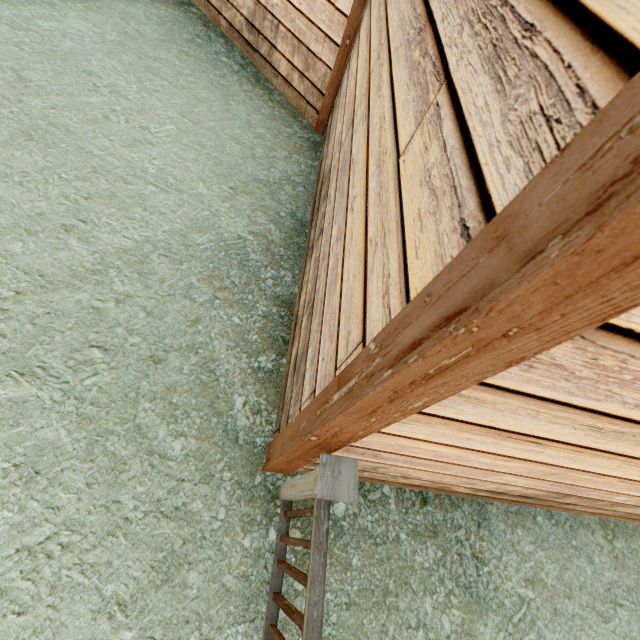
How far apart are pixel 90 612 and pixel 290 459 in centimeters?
123cm

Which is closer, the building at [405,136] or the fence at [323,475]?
the building at [405,136]

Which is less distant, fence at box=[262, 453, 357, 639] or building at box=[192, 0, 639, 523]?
building at box=[192, 0, 639, 523]
